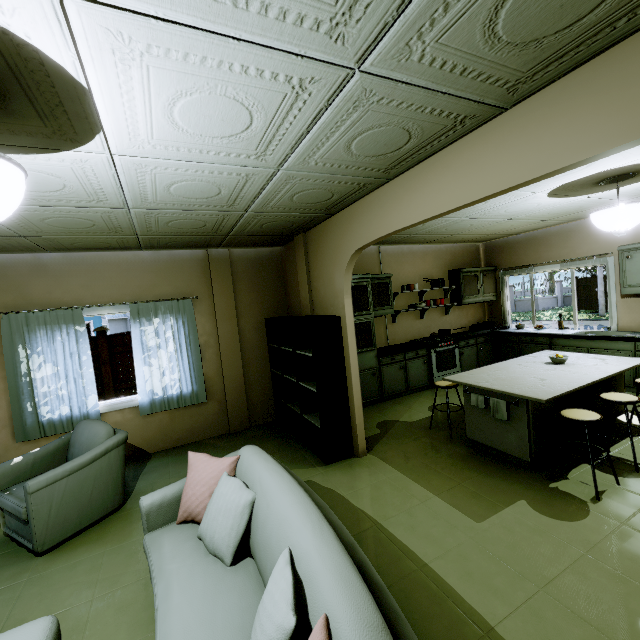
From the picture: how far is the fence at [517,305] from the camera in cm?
2847

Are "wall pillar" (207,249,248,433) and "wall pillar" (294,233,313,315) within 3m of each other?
yes

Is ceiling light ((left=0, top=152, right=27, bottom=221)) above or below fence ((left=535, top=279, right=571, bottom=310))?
above

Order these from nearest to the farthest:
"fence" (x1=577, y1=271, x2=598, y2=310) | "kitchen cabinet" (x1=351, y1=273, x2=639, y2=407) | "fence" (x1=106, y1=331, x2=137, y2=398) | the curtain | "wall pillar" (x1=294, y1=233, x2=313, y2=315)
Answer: the curtain < "wall pillar" (x1=294, y1=233, x2=313, y2=315) < "kitchen cabinet" (x1=351, y1=273, x2=639, y2=407) < "fence" (x1=106, y1=331, x2=137, y2=398) < "fence" (x1=577, y1=271, x2=598, y2=310)

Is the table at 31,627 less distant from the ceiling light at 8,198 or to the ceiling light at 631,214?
the ceiling light at 8,198

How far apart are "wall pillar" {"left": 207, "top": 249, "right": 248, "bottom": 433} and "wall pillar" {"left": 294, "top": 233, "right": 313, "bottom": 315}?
1.07m

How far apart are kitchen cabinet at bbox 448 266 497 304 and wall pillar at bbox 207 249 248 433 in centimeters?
460cm

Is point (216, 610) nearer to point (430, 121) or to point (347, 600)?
point (347, 600)
